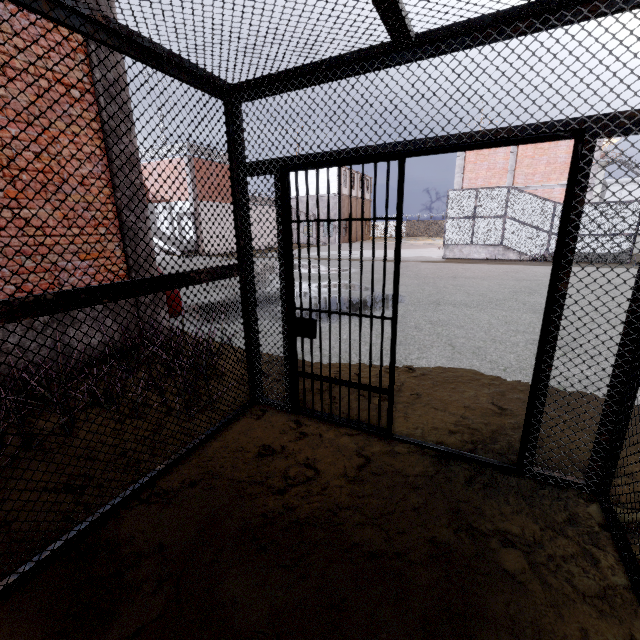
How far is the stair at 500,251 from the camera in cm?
1758

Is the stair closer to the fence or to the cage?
the cage

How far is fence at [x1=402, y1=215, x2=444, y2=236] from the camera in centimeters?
5509cm

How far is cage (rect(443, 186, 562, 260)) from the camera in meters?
16.5

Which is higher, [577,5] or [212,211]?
[212,211]

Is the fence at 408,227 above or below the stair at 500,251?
above

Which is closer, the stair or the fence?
the stair
